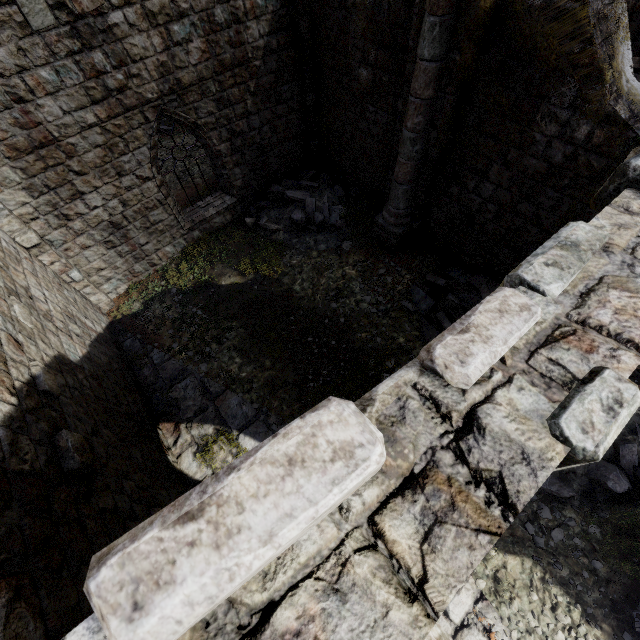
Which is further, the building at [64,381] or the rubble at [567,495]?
the rubble at [567,495]

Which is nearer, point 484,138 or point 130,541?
point 130,541

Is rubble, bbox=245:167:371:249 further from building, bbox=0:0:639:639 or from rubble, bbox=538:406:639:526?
rubble, bbox=538:406:639:526

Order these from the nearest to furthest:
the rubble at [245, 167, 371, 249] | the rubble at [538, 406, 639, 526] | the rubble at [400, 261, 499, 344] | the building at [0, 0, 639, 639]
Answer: the building at [0, 0, 639, 639] < the rubble at [538, 406, 639, 526] < the rubble at [400, 261, 499, 344] < the rubble at [245, 167, 371, 249]

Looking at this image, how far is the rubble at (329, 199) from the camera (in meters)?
10.45
